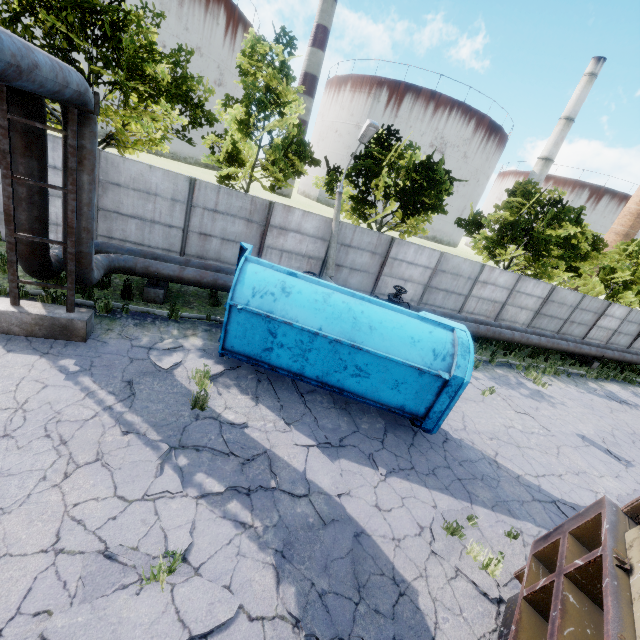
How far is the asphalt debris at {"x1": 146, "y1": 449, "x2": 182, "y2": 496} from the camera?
4.9 meters

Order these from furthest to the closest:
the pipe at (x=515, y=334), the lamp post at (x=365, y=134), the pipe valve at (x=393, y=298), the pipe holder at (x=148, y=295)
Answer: the pipe at (x=515, y=334)
the pipe valve at (x=393, y=298)
the lamp post at (x=365, y=134)
the pipe holder at (x=148, y=295)

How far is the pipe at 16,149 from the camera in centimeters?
606cm

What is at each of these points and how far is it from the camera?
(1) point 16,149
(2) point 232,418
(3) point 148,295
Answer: (1) pipe, 6.16m
(2) asphalt debris, 6.69m
(3) pipe holder, 9.92m

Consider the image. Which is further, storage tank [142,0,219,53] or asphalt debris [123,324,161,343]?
storage tank [142,0,219,53]

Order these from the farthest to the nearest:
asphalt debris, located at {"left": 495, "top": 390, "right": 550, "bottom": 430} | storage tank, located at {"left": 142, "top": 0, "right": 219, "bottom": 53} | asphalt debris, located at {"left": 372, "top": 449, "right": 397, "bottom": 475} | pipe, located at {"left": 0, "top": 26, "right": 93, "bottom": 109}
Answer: storage tank, located at {"left": 142, "top": 0, "right": 219, "bottom": 53} → asphalt debris, located at {"left": 495, "top": 390, "right": 550, "bottom": 430} → asphalt debris, located at {"left": 372, "top": 449, "right": 397, "bottom": 475} → pipe, located at {"left": 0, "top": 26, "right": 93, "bottom": 109}

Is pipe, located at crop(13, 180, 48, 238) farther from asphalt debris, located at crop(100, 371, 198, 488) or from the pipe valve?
asphalt debris, located at crop(100, 371, 198, 488)

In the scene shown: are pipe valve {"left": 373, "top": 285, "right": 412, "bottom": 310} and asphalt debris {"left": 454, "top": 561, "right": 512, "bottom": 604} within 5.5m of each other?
no
